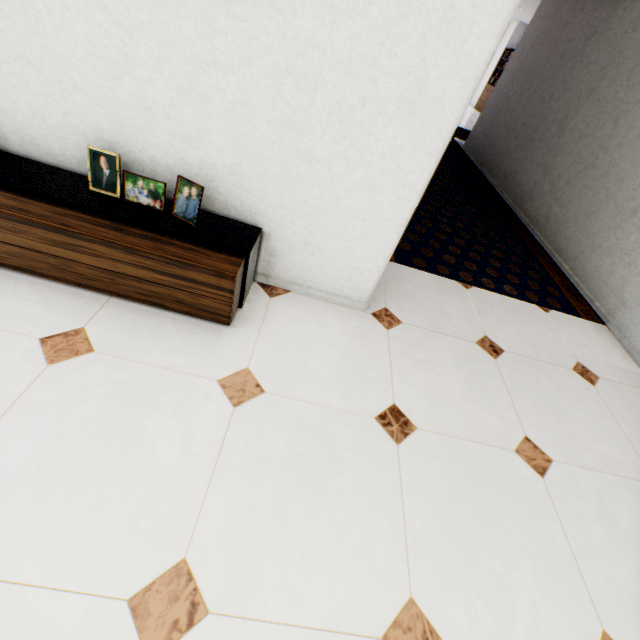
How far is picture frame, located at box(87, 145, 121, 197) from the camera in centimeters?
148cm

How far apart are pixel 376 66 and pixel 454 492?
1.8m

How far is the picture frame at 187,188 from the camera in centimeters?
150cm

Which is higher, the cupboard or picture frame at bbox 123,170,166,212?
picture frame at bbox 123,170,166,212
